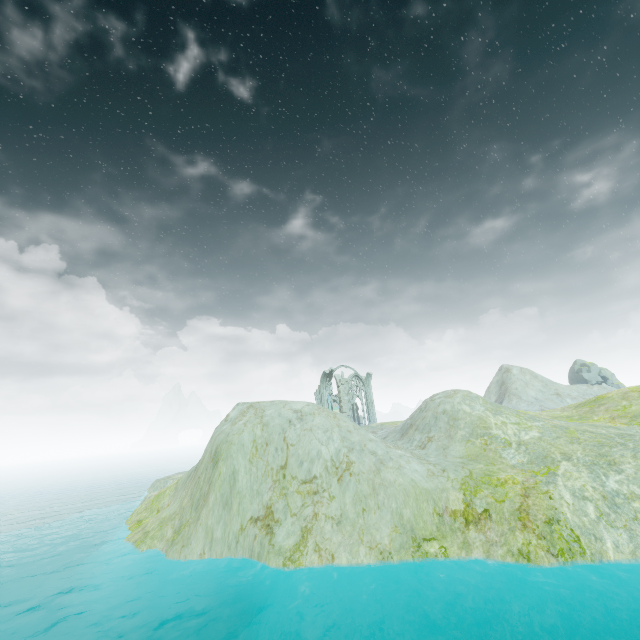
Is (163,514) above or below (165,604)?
above

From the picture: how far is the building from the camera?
48.9 meters

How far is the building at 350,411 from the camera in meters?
48.9 m
